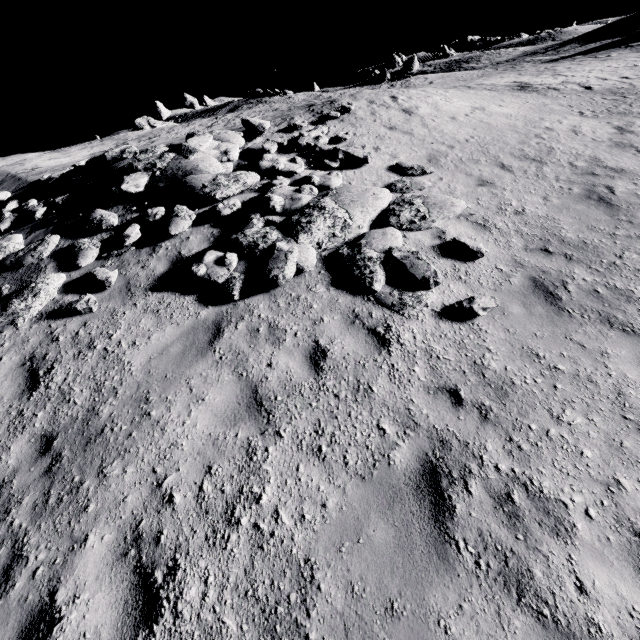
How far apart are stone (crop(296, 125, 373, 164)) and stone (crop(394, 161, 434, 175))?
2.1 meters

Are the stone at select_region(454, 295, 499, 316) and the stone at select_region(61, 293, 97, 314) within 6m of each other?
no

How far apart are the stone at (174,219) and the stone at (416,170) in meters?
5.7 m

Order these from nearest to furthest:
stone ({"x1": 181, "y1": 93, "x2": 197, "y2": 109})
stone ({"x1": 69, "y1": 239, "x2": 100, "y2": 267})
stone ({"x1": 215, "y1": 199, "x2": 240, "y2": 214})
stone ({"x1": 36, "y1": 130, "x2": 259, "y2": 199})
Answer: stone ({"x1": 69, "y1": 239, "x2": 100, "y2": 267}) → stone ({"x1": 215, "y1": 199, "x2": 240, "y2": 214}) → stone ({"x1": 36, "y1": 130, "x2": 259, "y2": 199}) → stone ({"x1": 181, "y1": 93, "x2": 197, "y2": 109})

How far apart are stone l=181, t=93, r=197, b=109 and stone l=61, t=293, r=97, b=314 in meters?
67.3

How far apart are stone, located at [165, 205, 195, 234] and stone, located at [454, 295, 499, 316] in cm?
622

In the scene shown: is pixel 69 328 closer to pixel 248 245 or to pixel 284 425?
pixel 248 245

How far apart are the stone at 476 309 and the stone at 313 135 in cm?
673
